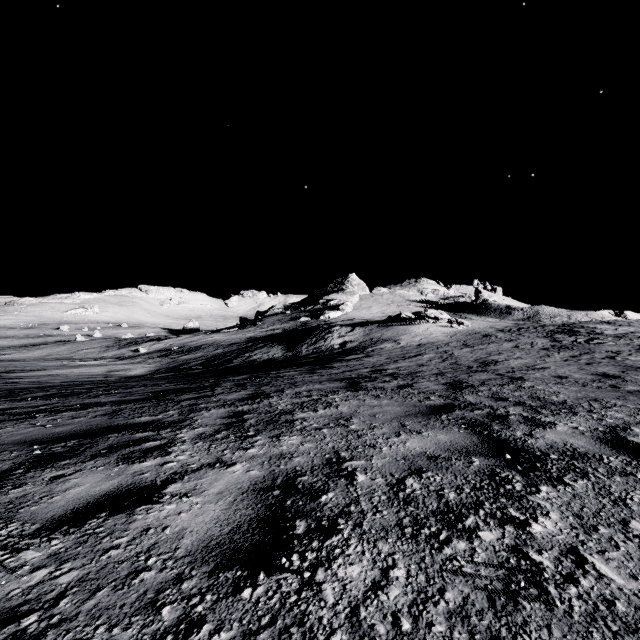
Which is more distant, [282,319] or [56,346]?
[282,319]

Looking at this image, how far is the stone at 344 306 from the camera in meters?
52.2 m

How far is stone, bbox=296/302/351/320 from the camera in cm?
5222
